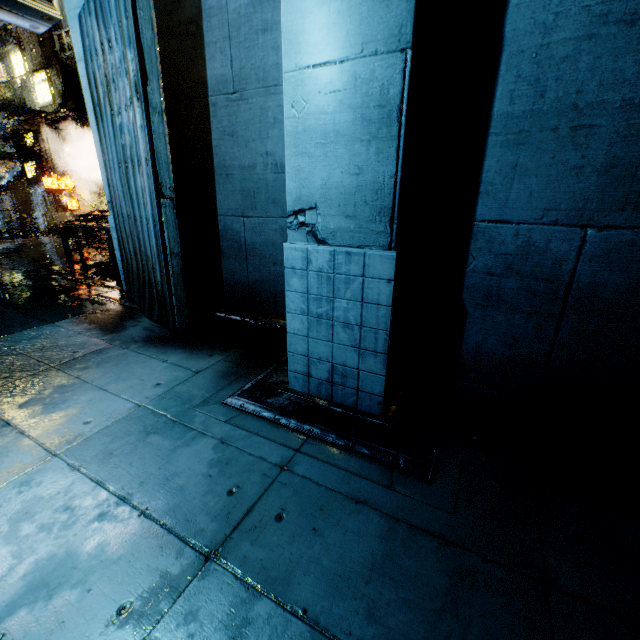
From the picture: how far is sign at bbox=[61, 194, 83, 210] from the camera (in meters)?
22.56

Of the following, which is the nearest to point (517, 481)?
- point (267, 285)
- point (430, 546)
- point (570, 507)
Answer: point (570, 507)

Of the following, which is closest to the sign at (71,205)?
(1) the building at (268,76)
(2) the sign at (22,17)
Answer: (1) the building at (268,76)

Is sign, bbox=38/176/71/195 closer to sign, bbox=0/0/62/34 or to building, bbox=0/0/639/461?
building, bbox=0/0/639/461

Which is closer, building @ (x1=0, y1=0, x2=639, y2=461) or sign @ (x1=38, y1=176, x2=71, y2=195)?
building @ (x1=0, y1=0, x2=639, y2=461)

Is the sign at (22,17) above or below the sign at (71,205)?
above

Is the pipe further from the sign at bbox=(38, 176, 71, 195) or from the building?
the sign at bbox=(38, 176, 71, 195)
